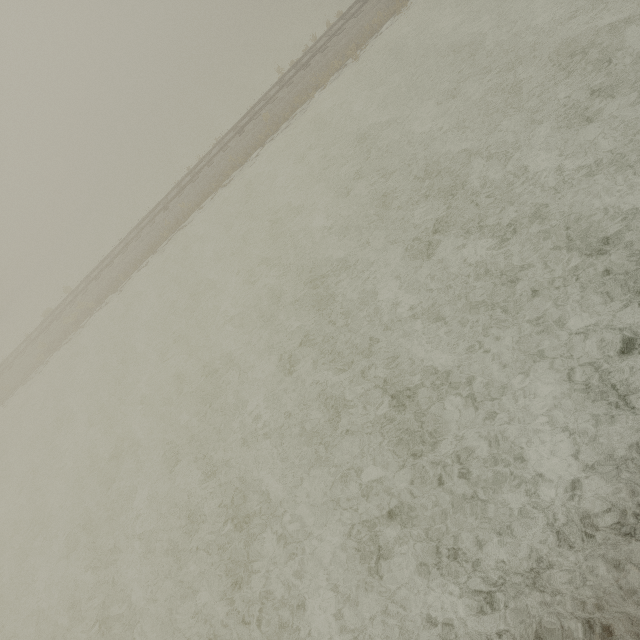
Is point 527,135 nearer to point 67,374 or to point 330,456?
point 330,456
